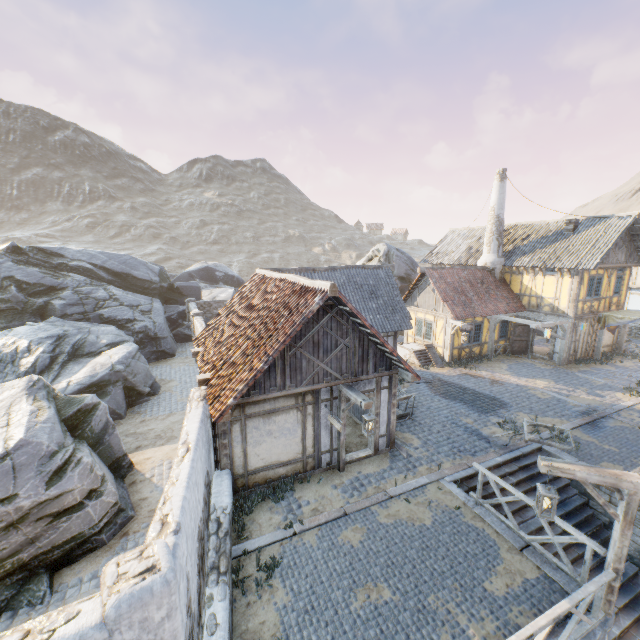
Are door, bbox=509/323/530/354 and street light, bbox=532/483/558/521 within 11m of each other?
no

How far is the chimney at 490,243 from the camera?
21.4m

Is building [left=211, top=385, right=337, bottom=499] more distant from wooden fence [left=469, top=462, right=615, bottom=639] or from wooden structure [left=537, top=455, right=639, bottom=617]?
wooden fence [left=469, top=462, right=615, bottom=639]

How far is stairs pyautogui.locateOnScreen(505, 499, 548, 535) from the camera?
9.4m

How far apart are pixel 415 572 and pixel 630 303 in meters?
31.2

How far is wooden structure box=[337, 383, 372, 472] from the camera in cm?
856

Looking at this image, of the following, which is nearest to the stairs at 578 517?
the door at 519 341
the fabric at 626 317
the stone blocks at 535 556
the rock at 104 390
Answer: the stone blocks at 535 556

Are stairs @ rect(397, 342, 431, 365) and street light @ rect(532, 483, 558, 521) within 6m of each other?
no
